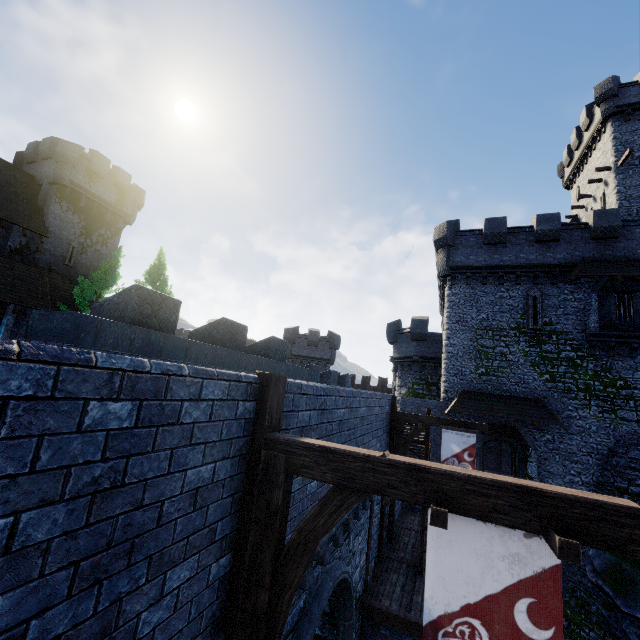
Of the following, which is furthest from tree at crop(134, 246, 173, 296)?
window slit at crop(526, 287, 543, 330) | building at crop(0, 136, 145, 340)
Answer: window slit at crop(526, 287, 543, 330)

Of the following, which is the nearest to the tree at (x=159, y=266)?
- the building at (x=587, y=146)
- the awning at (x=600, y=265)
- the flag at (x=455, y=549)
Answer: the flag at (x=455, y=549)

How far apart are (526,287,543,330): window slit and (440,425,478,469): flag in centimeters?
1193cm

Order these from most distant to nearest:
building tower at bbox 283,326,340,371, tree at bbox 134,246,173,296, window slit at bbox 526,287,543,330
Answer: building tower at bbox 283,326,340,371, tree at bbox 134,246,173,296, window slit at bbox 526,287,543,330

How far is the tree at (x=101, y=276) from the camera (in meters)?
22.55

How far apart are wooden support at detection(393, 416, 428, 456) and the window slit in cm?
1279

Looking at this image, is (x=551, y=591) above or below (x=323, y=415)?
below

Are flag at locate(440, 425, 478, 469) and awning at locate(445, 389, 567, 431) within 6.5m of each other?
no
